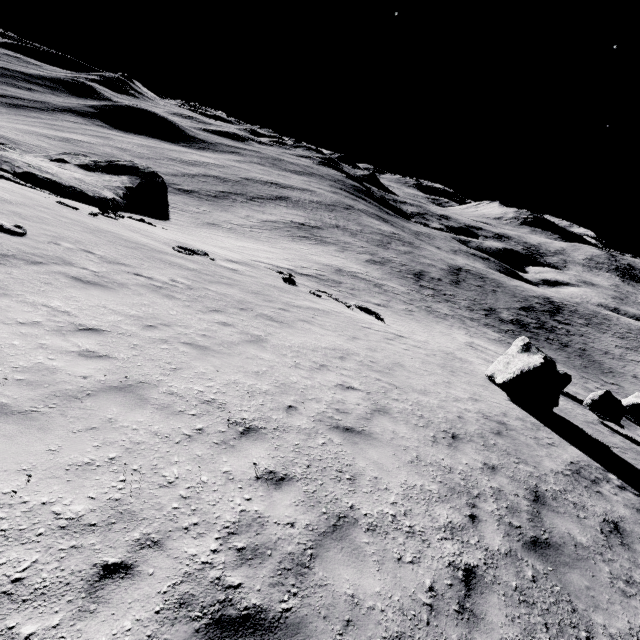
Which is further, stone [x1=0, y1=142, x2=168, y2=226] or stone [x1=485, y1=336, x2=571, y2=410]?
stone [x1=0, y1=142, x2=168, y2=226]

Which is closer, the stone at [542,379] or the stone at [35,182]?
the stone at [542,379]

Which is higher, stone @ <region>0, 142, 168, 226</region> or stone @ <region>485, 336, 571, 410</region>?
stone @ <region>485, 336, 571, 410</region>

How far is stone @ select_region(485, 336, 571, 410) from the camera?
13.02m

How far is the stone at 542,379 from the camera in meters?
13.0

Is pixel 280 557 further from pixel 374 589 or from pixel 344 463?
pixel 344 463
